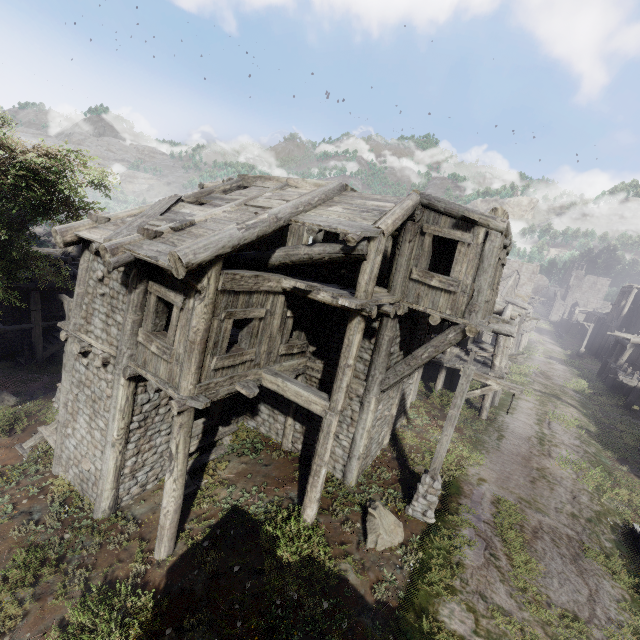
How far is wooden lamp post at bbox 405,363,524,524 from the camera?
8.62m

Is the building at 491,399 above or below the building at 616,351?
below

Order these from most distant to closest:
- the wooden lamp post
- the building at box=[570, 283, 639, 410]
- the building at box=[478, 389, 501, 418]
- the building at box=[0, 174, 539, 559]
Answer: the building at box=[570, 283, 639, 410], the building at box=[478, 389, 501, 418], the wooden lamp post, the building at box=[0, 174, 539, 559]

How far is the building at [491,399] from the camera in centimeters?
1631cm

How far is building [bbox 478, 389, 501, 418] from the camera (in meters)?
16.31

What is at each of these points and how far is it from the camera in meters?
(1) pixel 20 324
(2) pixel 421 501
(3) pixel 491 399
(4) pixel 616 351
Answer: (1) building, 18.9 m
(2) wooden lamp post, 9.5 m
(3) building, 16.3 m
(4) building, 30.6 m

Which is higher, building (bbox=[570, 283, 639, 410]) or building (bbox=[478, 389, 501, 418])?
building (bbox=[570, 283, 639, 410])

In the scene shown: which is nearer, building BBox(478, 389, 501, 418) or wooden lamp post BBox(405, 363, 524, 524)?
wooden lamp post BBox(405, 363, 524, 524)
